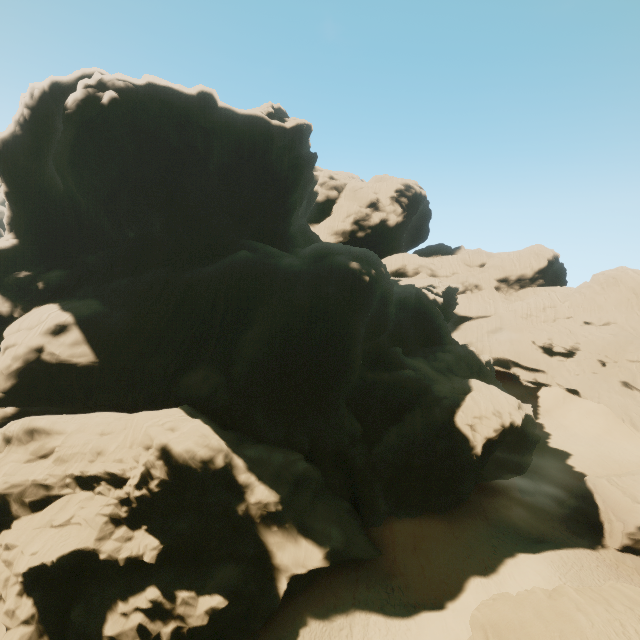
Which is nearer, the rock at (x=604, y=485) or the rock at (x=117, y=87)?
the rock at (x=117, y=87)

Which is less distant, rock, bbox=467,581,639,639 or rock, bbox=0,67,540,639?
rock, bbox=467,581,639,639

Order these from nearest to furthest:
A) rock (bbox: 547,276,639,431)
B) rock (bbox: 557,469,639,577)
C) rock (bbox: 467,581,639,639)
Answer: rock (bbox: 467,581,639,639) → rock (bbox: 557,469,639,577) → rock (bbox: 547,276,639,431)

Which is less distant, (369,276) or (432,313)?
(369,276)

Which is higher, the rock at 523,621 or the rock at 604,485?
the rock at 523,621

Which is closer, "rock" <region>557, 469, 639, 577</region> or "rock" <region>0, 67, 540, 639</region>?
"rock" <region>0, 67, 540, 639</region>

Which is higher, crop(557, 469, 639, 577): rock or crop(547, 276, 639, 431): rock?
crop(547, 276, 639, 431): rock
